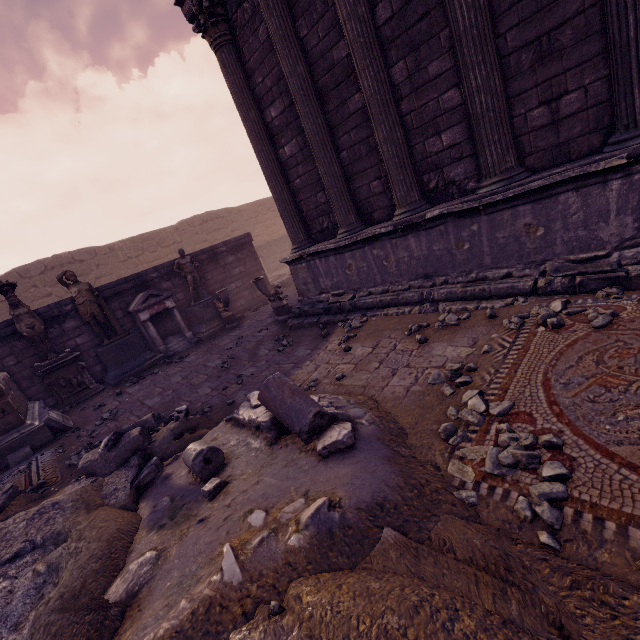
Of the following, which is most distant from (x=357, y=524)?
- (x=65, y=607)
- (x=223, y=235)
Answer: (x=223, y=235)

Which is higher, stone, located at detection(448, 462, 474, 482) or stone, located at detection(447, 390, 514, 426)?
stone, located at detection(447, 390, 514, 426)

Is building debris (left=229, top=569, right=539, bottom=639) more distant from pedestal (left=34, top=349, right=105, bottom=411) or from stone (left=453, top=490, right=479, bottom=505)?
pedestal (left=34, top=349, right=105, bottom=411)

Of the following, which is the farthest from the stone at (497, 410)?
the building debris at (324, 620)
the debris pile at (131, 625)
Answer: → the building debris at (324, 620)

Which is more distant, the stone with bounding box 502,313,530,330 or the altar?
the altar

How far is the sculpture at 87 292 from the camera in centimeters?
857cm

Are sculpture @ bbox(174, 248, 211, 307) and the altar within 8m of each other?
yes

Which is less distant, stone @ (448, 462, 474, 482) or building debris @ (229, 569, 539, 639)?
building debris @ (229, 569, 539, 639)
